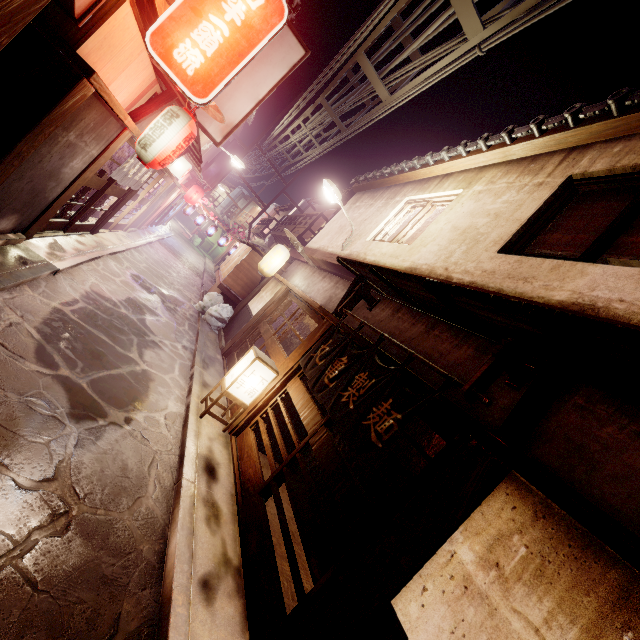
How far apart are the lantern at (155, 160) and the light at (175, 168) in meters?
13.0

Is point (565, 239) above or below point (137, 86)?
above

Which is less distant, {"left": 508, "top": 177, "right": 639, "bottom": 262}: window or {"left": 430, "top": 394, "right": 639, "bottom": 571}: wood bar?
{"left": 430, "top": 394, "right": 639, "bottom": 571}: wood bar

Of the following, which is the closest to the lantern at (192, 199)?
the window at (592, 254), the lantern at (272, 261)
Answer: the lantern at (272, 261)

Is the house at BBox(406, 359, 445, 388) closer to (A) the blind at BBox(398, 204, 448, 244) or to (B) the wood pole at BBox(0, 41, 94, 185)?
(A) the blind at BBox(398, 204, 448, 244)

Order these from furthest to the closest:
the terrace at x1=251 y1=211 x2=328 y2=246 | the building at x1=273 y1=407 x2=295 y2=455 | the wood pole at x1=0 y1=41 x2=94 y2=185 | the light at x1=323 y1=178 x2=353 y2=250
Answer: the terrace at x1=251 y1=211 x2=328 y2=246 → the light at x1=323 y1=178 x2=353 y2=250 → the building at x1=273 y1=407 x2=295 y2=455 → the wood pole at x1=0 y1=41 x2=94 y2=185

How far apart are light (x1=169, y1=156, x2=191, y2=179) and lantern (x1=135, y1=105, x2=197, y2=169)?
13.0 meters

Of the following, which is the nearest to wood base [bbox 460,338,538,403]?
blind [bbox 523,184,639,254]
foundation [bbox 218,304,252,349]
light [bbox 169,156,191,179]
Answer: blind [bbox 523,184,639,254]
